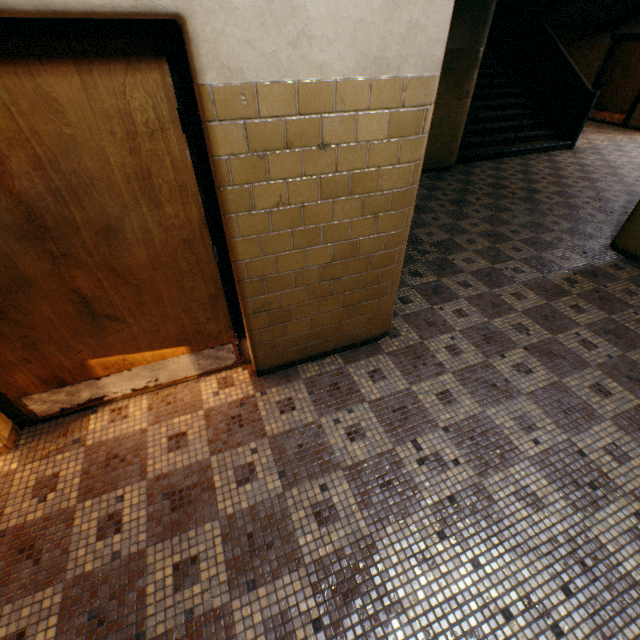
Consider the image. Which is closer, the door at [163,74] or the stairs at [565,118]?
the door at [163,74]

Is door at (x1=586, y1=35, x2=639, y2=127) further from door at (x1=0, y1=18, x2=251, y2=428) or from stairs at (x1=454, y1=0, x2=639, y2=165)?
door at (x1=0, y1=18, x2=251, y2=428)

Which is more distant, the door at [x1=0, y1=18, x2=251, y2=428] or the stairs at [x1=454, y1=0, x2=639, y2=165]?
the stairs at [x1=454, y1=0, x2=639, y2=165]

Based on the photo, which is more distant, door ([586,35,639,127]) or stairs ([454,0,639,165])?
door ([586,35,639,127])

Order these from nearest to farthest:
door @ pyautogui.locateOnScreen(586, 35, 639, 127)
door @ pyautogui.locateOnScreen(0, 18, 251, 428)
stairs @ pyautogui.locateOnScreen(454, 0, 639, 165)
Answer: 1. door @ pyautogui.locateOnScreen(0, 18, 251, 428)
2. stairs @ pyautogui.locateOnScreen(454, 0, 639, 165)
3. door @ pyautogui.locateOnScreen(586, 35, 639, 127)

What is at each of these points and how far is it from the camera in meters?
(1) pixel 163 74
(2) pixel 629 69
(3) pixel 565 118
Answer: (1) door, 1.4
(2) door, 9.7
(3) stairs, 8.0

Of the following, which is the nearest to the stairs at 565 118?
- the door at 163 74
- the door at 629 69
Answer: the door at 629 69
